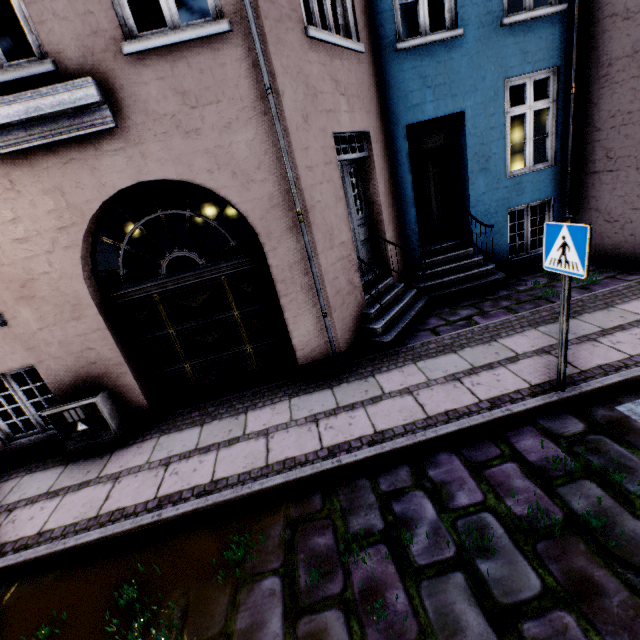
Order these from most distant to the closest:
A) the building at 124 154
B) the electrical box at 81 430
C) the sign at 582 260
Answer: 1. the electrical box at 81 430
2. the building at 124 154
3. the sign at 582 260

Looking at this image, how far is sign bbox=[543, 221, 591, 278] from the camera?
2.9m

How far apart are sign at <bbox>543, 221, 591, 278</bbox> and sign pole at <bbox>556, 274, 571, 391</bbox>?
0.0 meters

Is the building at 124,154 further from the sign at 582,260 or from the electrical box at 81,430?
the sign at 582,260

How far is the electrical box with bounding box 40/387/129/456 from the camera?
4.56m

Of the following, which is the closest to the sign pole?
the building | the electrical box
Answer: the building

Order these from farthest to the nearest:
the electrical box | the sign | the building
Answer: the electrical box → the building → the sign

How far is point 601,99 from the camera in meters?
6.0 m
